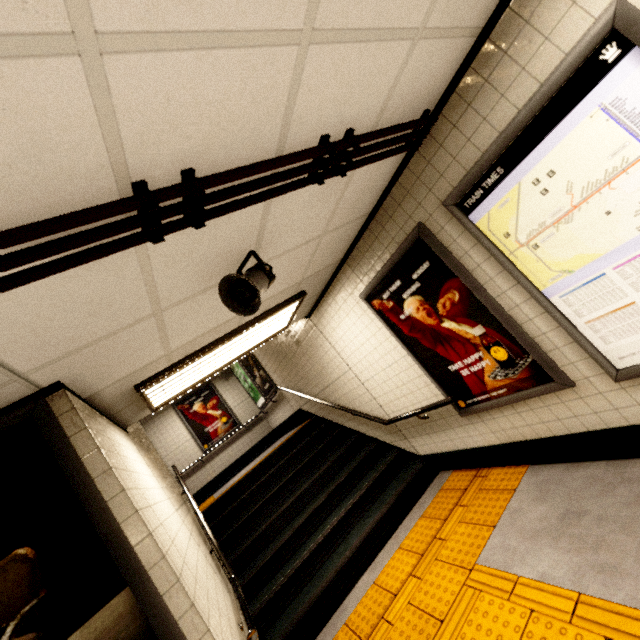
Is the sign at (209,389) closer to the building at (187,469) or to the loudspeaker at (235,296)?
the building at (187,469)

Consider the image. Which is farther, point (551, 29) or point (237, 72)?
point (551, 29)

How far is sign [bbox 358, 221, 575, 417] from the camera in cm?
266

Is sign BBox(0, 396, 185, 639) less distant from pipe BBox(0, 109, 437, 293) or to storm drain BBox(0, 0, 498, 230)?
storm drain BBox(0, 0, 498, 230)

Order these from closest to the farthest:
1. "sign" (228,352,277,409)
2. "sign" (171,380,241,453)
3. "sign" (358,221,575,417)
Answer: "sign" (358,221,575,417)
"sign" (228,352,277,409)
"sign" (171,380,241,453)

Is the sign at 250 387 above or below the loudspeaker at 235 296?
above

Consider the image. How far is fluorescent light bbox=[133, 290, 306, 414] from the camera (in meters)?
3.01

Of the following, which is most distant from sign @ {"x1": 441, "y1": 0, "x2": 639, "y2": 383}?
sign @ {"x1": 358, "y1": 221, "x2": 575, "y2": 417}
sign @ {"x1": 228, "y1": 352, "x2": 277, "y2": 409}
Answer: sign @ {"x1": 228, "y1": 352, "x2": 277, "y2": 409}
